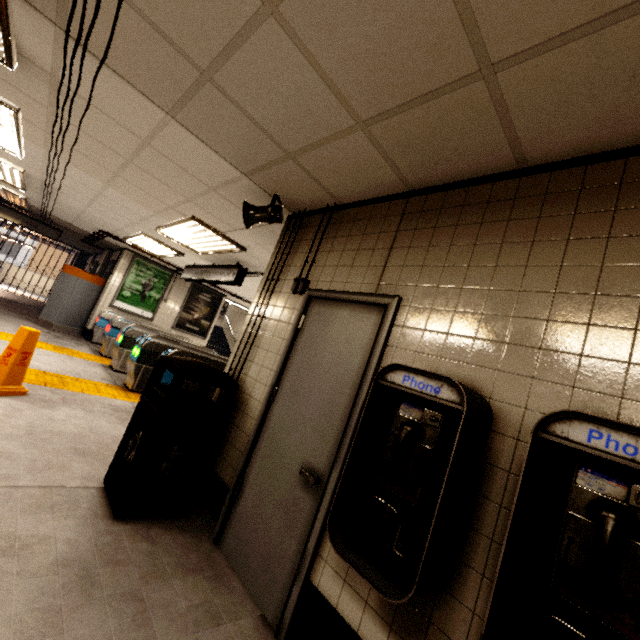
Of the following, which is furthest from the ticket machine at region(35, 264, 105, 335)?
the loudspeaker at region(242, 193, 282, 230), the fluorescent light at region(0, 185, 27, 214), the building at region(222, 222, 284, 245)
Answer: the loudspeaker at region(242, 193, 282, 230)

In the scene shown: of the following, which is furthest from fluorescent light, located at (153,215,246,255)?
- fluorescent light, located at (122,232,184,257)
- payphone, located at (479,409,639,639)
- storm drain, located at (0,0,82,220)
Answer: payphone, located at (479,409,639,639)

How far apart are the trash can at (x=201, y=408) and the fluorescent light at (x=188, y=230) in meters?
2.6

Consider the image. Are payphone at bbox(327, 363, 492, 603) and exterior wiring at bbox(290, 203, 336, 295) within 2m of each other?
yes

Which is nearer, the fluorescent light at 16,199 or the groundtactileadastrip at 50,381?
the groundtactileadastrip at 50,381

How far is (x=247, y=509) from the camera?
2.4m

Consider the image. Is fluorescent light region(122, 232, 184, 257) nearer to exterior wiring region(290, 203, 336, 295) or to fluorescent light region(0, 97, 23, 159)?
fluorescent light region(0, 97, 23, 159)

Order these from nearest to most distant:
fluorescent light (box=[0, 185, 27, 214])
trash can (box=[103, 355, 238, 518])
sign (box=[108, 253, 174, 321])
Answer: trash can (box=[103, 355, 238, 518]), fluorescent light (box=[0, 185, 27, 214]), sign (box=[108, 253, 174, 321])
